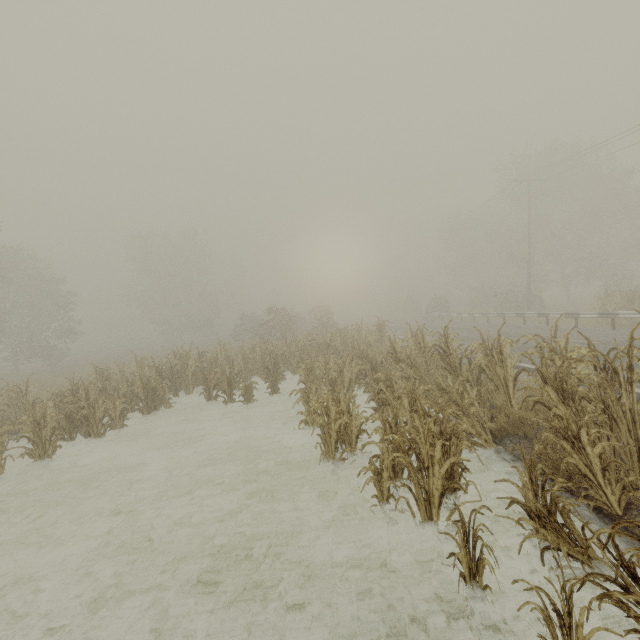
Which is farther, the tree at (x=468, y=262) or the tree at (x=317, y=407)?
the tree at (x=468, y=262)

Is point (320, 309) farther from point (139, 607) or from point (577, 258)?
point (139, 607)

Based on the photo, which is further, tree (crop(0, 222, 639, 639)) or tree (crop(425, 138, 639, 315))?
tree (crop(425, 138, 639, 315))
